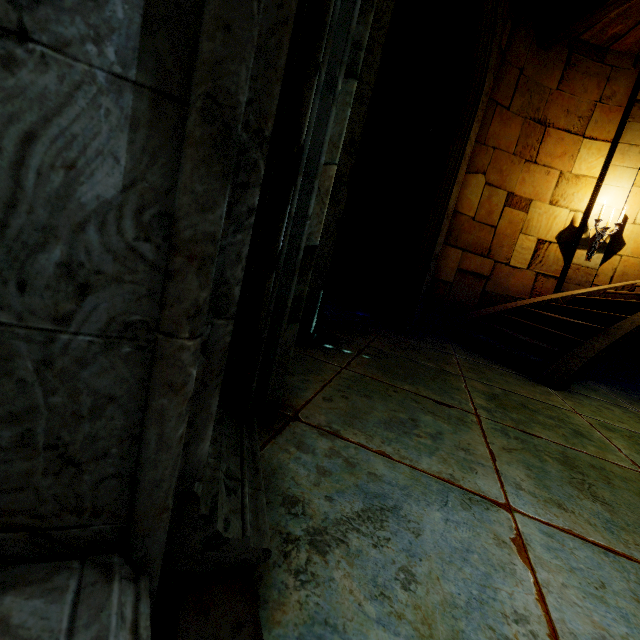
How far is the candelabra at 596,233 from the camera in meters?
5.8

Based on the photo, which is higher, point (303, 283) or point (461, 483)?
point (303, 283)

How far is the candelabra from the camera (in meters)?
5.84
